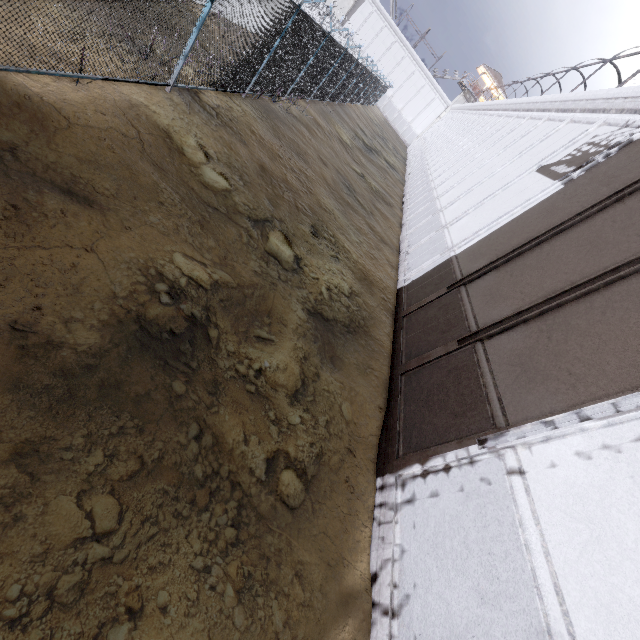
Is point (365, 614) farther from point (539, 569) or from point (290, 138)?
point (290, 138)
